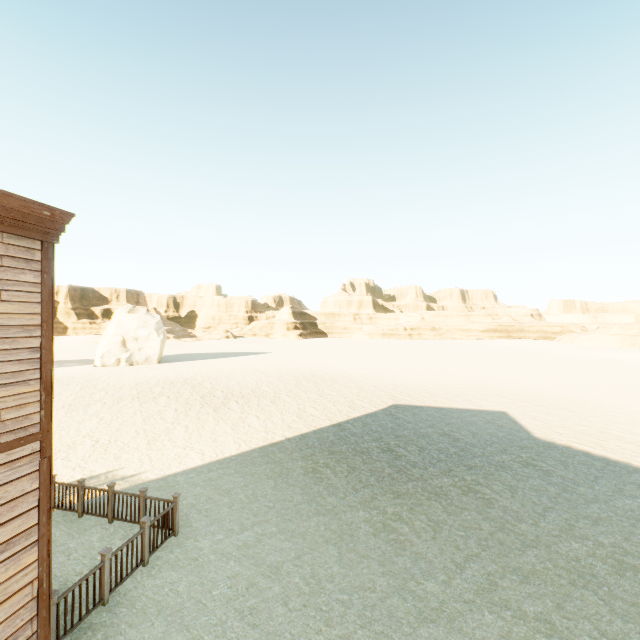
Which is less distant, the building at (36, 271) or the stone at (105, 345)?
the building at (36, 271)

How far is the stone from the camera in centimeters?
3656cm

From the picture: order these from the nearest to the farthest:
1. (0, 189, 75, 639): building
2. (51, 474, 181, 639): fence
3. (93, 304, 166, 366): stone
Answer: (0, 189, 75, 639): building, (51, 474, 181, 639): fence, (93, 304, 166, 366): stone

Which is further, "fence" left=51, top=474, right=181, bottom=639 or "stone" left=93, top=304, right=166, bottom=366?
"stone" left=93, top=304, right=166, bottom=366

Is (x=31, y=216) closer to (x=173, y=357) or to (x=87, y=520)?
(x=87, y=520)

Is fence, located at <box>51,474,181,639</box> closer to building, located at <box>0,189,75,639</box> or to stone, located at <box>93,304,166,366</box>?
building, located at <box>0,189,75,639</box>

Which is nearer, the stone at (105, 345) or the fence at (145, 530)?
the fence at (145, 530)

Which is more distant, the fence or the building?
the fence
